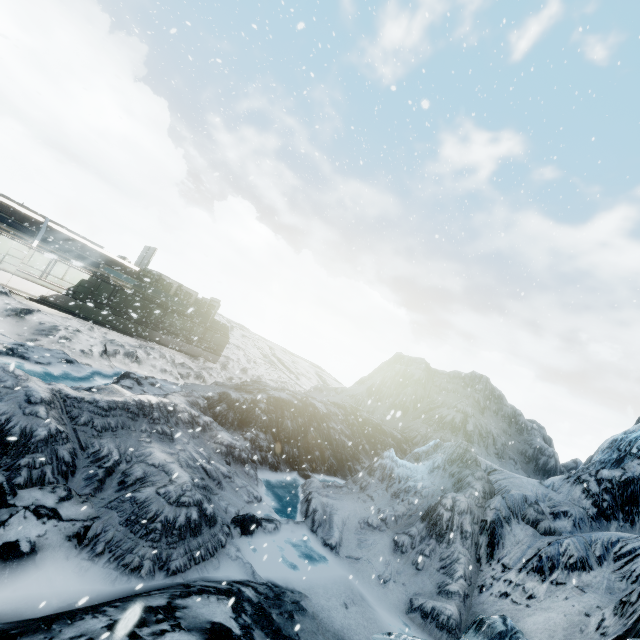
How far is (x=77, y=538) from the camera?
5.82m
